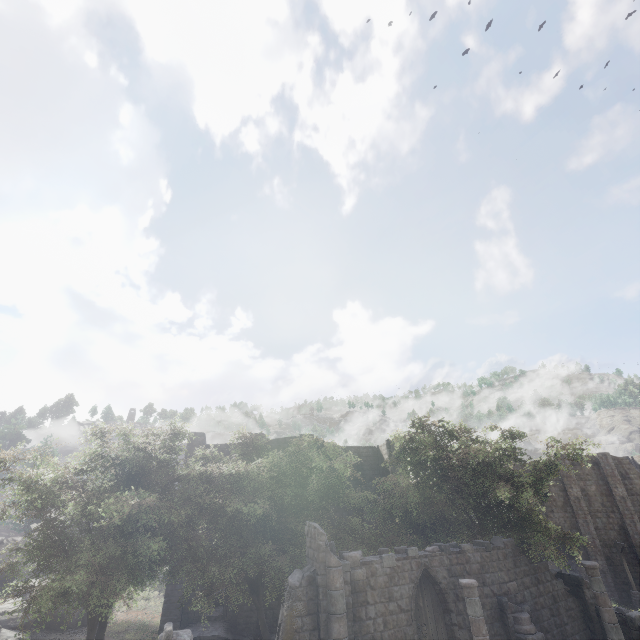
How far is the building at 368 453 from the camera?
32.3 meters

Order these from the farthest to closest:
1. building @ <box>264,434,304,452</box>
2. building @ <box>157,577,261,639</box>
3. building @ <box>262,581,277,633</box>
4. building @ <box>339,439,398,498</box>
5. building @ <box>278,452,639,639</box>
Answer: building @ <box>339,439,398,498</box> → building @ <box>264,434,304,452</box> → building @ <box>262,581,277,633</box> → building @ <box>278,452,639,639</box> → building @ <box>157,577,261,639</box>

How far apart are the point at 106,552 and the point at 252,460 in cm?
809

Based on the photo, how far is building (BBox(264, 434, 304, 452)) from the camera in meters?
27.3

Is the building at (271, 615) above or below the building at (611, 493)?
below

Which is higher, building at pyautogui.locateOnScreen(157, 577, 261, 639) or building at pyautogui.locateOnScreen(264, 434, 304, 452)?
building at pyautogui.locateOnScreen(264, 434, 304, 452)
